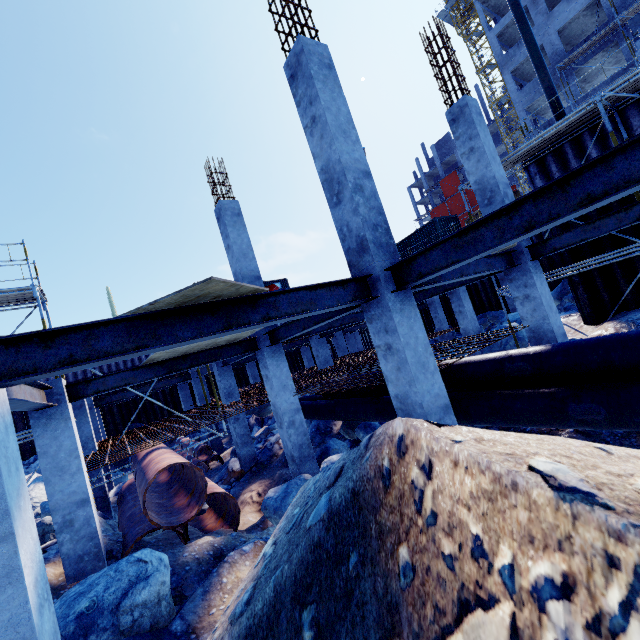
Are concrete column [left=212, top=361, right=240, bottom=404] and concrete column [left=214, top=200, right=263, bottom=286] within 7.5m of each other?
yes

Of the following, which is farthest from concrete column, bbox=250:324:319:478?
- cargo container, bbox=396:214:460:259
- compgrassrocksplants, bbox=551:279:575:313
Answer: cargo container, bbox=396:214:460:259

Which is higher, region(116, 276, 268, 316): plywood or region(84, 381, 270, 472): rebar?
region(116, 276, 268, 316): plywood

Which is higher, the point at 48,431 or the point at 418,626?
the point at 48,431

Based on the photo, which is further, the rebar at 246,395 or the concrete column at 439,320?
the concrete column at 439,320

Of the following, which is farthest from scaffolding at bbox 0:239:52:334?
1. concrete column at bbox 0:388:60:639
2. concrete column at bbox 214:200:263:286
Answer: concrete column at bbox 0:388:60:639

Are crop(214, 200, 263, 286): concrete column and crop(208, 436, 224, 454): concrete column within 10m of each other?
yes

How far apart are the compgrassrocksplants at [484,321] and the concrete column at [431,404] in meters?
17.1
